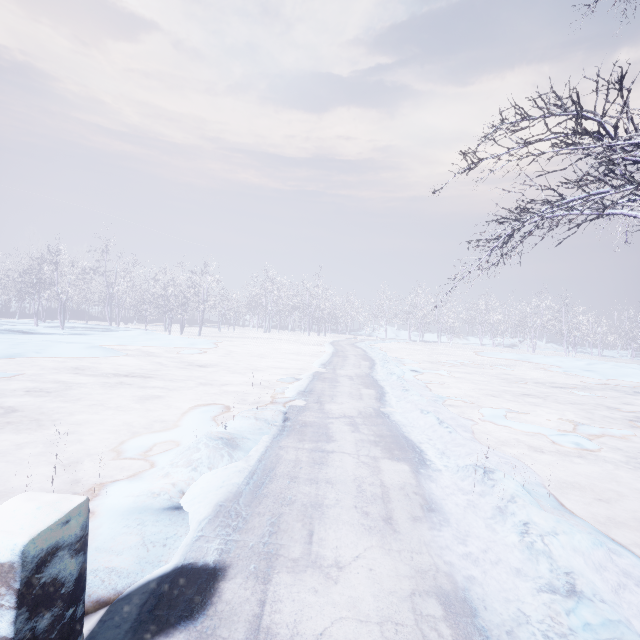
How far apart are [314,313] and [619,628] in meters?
50.4 m

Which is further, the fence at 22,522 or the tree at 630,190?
the tree at 630,190

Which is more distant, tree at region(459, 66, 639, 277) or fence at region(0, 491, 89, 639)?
tree at region(459, 66, 639, 277)

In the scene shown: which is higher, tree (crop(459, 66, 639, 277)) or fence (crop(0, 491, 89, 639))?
tree (crop(459, 66, 639, 277))

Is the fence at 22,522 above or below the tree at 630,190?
below
